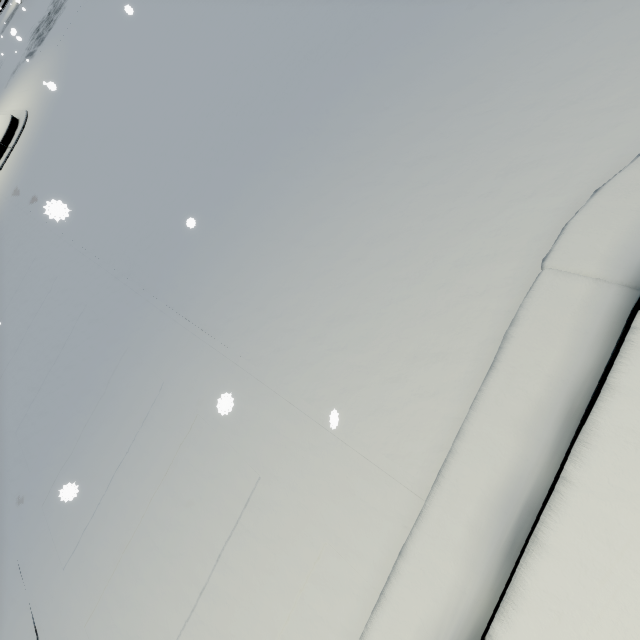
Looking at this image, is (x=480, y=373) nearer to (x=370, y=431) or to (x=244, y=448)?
(x=370, y=431)
